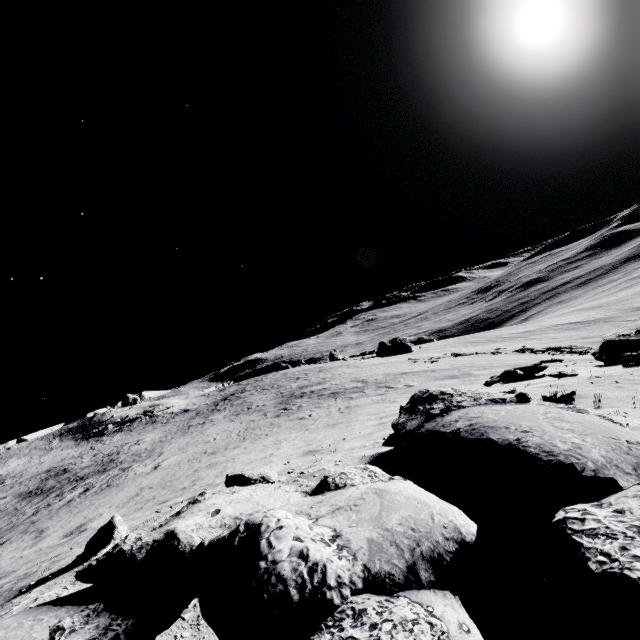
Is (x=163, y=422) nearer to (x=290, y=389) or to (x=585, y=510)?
(x=290, y=389)

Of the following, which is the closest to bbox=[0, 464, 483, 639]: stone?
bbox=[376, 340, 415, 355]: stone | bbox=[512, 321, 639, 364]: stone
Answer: bbox=[512, 321, 639, 364]: stone

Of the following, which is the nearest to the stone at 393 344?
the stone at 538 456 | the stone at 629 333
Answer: the stone at 629 333

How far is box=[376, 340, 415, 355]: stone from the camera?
50.2 meters

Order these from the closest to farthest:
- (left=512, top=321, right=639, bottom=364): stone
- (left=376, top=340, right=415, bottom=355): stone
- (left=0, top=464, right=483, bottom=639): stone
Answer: (left=0, top=464, right=483, bottom=639): stone < (left=512, top=321, right=639, bottom=364): stone < (left=376, top=340, right=415, bottom=355): stone

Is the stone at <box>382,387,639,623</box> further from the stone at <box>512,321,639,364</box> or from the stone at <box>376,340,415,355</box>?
the stone at <box>376,340,415,355</box>

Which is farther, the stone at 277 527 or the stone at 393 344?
the stone at 393 344
